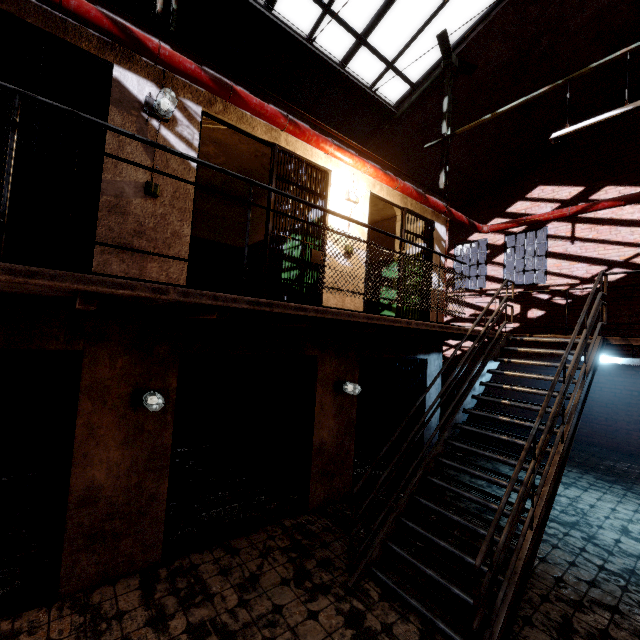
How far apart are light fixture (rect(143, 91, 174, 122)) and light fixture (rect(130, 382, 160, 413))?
3.0 meters

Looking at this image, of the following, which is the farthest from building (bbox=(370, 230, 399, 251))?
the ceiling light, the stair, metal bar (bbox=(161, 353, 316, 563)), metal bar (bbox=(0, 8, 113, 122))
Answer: the ceiling light

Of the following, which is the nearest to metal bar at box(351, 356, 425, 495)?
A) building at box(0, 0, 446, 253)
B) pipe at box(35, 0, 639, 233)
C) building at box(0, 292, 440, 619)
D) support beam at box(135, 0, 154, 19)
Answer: building at box(0, 292, 440, 619)

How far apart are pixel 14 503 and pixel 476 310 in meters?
13.6 m

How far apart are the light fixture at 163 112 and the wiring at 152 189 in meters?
0.7

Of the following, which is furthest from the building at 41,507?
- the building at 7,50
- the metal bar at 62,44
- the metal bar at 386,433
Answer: the metal bar at 386,433

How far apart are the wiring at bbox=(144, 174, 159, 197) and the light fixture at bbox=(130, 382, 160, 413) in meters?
2.2

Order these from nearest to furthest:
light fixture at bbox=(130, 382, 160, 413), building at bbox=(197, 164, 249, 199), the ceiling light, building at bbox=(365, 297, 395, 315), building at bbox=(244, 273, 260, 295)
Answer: light fixture at bbox=(130, 382, 160, 413)
the ceiling light
building at bbox=(197, 164, 249, 199)
building at bbox=(244, 273, 260, 295)
building at bbox=(365, 297, 395, 315)
